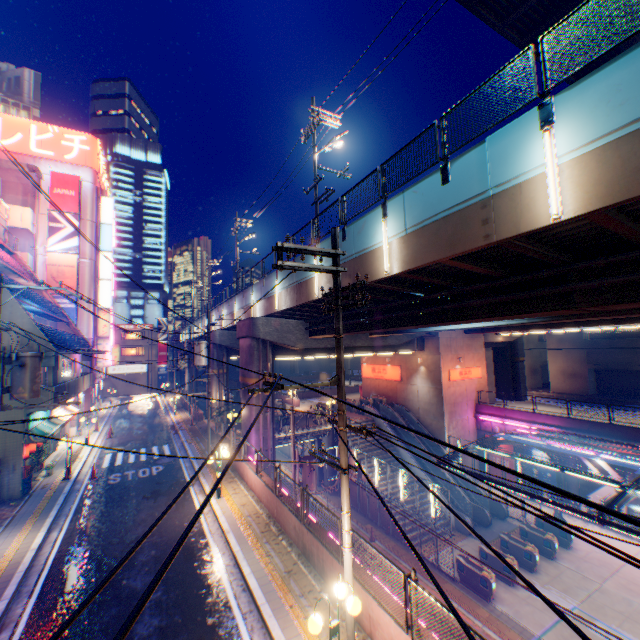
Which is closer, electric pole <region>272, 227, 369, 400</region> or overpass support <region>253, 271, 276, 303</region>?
electric pole <region>272, 227, 369, 400</region>

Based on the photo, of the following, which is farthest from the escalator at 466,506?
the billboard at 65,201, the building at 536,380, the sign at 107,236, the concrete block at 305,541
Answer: the billboard at 65,201

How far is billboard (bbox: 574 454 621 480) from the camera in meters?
21.4

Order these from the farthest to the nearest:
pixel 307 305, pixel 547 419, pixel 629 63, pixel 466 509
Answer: pixel 547 419 → pixel 466 509 → pixel 307 305 → pixel 629 63

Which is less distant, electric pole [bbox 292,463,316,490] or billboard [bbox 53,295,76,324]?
electric pole [bbox 292,463,316,490]

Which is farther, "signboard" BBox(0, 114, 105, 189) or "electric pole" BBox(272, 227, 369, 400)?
"signboard" BBox(0, 114, 105, 189)

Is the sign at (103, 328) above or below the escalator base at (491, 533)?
above

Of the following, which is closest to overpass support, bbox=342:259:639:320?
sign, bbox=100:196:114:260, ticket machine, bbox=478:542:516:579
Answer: sign, bbox=100:196:114:260
